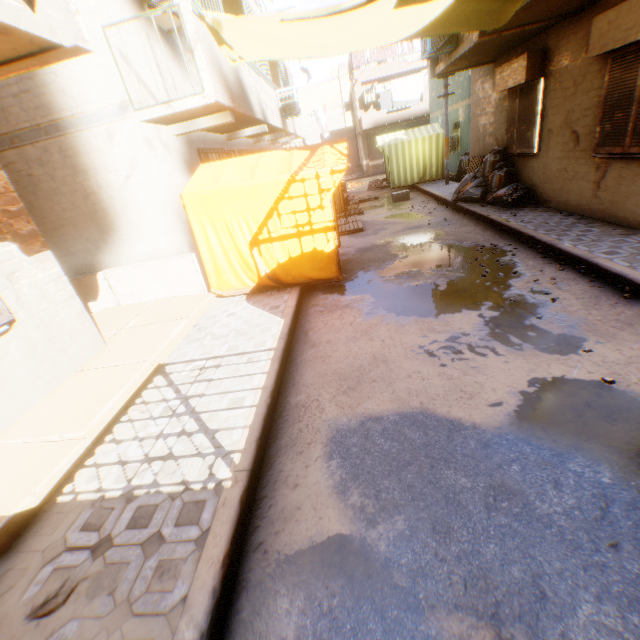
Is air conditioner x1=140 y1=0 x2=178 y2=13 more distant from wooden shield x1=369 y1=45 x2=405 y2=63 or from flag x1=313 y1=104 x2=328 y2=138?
flag x1=313 y1=104 x2=328 y2=138

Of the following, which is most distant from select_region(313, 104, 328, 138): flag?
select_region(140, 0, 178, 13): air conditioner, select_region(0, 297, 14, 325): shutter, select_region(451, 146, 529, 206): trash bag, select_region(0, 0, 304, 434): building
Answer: select_region(0, 297, 14, 325): shutter

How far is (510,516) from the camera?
2.2 meters

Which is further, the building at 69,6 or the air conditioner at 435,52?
the air conditioner at 435,52

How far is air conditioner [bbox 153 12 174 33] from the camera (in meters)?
6.43

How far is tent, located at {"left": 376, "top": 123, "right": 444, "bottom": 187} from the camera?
15.7m

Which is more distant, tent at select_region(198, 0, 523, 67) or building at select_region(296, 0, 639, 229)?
Result: building at select_region(296, 0, 639, 229)

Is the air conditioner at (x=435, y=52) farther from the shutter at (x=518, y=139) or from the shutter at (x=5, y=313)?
the shutter at (x=5, y=313)
